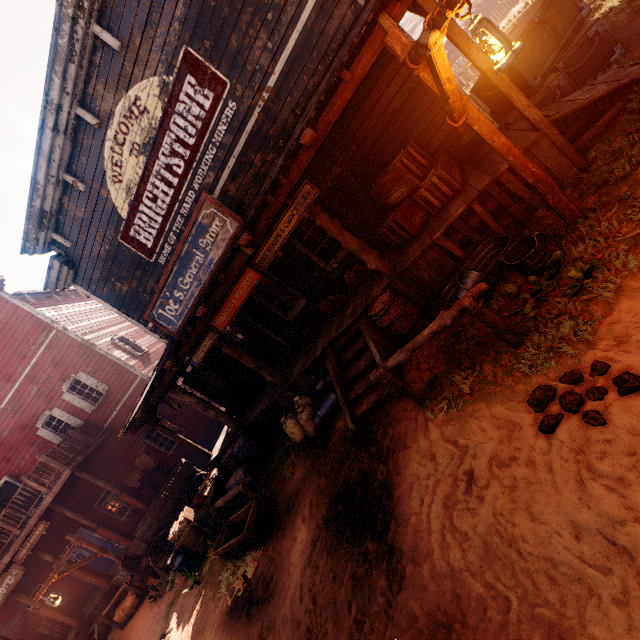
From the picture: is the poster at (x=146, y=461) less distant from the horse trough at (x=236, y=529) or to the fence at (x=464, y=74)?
the horse trough at (x=236, y=529)

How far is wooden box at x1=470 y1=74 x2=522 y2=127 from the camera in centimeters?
642cm

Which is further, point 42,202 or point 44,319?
point 44,319

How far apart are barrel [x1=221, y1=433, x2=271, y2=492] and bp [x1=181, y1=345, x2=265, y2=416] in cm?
114

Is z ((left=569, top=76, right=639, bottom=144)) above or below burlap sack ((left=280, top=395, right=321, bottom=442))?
below

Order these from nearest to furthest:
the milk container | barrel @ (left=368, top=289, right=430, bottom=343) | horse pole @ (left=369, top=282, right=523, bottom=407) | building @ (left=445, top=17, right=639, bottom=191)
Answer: horse pole @ (left=369, top=282, right=523, bottom=407)
building @ (left=445, top=17, right=639, bottom=191)
barrel @ (left=368, top=289, right=430, bottom=343)
the milk container

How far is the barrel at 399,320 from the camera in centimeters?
568cm

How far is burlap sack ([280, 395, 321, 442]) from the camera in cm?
734
